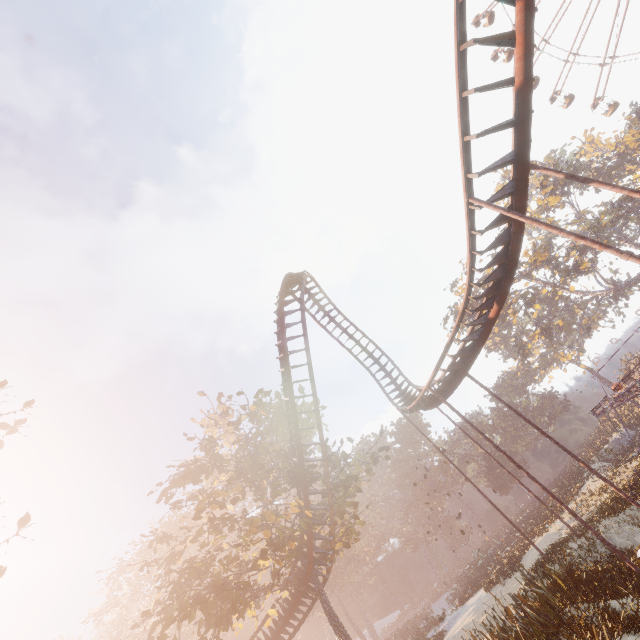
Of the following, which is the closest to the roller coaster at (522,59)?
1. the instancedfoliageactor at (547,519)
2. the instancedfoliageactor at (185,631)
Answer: the instancedfoliageactor at (185,631)

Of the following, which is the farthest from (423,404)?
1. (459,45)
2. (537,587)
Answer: (459,45)

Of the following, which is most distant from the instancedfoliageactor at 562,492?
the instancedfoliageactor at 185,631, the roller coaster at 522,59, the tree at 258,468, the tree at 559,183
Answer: the tree at 559,183

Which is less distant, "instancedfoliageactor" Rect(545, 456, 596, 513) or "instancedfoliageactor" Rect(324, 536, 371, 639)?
"instancedfoliageactor" Rect(545, 456, 596, 513)

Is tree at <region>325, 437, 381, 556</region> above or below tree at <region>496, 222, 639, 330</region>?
below

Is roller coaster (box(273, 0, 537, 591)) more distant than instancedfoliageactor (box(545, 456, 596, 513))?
No

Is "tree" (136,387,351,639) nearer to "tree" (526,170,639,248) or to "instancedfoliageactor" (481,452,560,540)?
"instancedfoliageactor" (481,452,560,540)

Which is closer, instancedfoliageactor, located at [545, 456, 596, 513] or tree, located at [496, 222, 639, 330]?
instancedfoliageactor, located at [545, 456, 596, 513]
